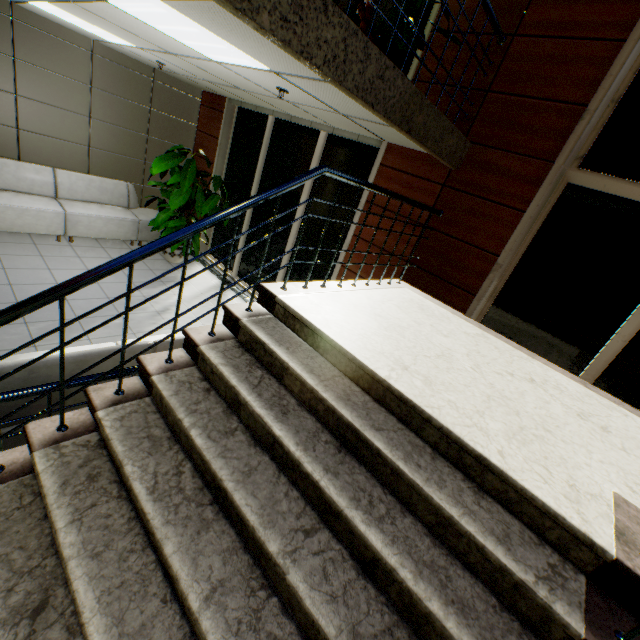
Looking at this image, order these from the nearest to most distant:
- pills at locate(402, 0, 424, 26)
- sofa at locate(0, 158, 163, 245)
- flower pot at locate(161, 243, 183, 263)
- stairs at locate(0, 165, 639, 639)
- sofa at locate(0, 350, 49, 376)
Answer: stairs at locate(0, 165, 639, 639) < sofa at locate(0, 350, 49, 376) < pills at locate(402, 0, 424, 26) < sofa at locate(0, 158, 163, 245) < flower pot at locate(161, 243, 183, 263)

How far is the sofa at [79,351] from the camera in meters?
2.1

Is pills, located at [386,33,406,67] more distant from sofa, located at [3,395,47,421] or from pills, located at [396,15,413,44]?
sofa, located at [3,395,47,421]

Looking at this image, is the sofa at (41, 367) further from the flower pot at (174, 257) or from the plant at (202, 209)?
the flower pot at (174, 257)

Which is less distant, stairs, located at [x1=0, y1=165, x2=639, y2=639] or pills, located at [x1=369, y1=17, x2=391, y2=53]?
stairs, located at [x1=0, y1=165, x2=639, y2=639]

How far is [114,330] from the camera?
4.2 meters

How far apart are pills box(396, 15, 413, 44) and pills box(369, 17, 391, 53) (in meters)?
0.19

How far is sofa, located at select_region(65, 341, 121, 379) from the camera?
2.14m
